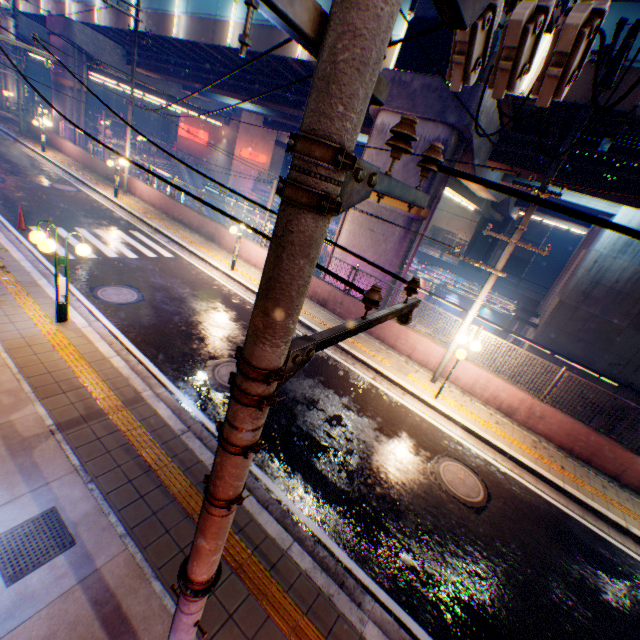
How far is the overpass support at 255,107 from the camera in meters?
19.8 m

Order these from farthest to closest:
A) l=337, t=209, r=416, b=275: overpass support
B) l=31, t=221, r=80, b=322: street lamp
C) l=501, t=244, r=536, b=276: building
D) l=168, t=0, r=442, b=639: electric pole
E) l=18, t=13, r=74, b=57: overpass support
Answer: l=501, t=244, r=536, b=276: building < l=18, t=13, r=74, b=57: overpass support < l=337, t=209, r=416, b=275: overpass support < l=31, t=221, r=80, b=322: street lamp < l=168, t=0, r=442, b=639: electric pole

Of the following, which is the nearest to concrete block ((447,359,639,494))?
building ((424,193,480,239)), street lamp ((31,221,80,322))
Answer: street lamp ((31,221,80,322))

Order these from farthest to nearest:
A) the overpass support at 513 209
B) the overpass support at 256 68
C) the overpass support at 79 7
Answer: the overpass support at 79 7, the overpass support at 513 209, the overpass support at 256 68

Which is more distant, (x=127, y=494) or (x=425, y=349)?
(x=425, y=349)

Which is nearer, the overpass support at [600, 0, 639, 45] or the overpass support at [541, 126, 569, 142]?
the overpass support at [600, 0, 639, 45]

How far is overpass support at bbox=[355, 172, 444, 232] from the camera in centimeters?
1227cm
